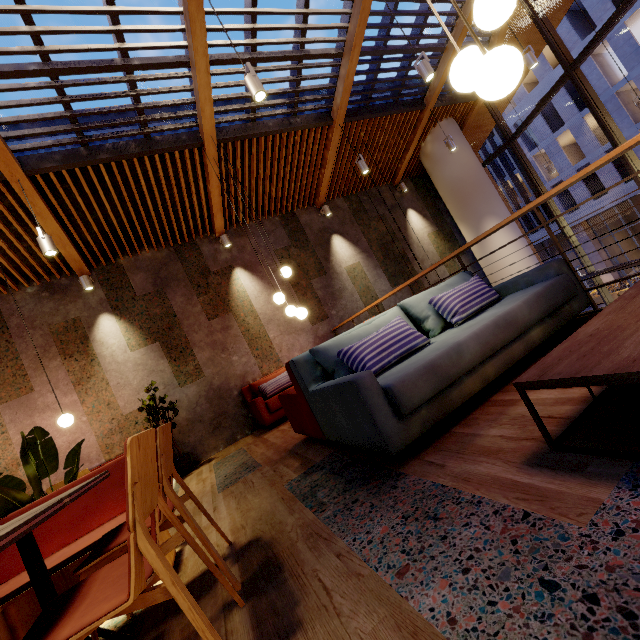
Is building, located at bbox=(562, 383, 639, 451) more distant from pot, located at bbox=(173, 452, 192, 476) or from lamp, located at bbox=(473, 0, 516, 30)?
lamp, located at bbox=(473, 0, 516, 30)

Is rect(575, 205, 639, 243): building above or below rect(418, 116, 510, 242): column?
below

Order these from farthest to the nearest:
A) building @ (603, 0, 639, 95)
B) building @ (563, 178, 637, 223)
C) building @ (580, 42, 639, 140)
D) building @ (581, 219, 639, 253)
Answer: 1. building @ (581, 219, 639, 253)
2. building @ (563, 178, 637, 223)
3. building @ (580, 42, 639, 140)
4. building @ (603, 0, 639, 95)

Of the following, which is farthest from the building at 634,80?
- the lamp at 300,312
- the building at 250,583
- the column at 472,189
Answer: the lamp at 300,312

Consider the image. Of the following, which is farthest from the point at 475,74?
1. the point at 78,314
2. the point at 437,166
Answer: the point at 437,166

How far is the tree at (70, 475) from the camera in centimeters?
252cm

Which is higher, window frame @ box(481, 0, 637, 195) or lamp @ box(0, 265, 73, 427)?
window frame @ box(481, 0, 637, 195)

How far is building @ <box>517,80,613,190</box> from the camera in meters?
23.7
